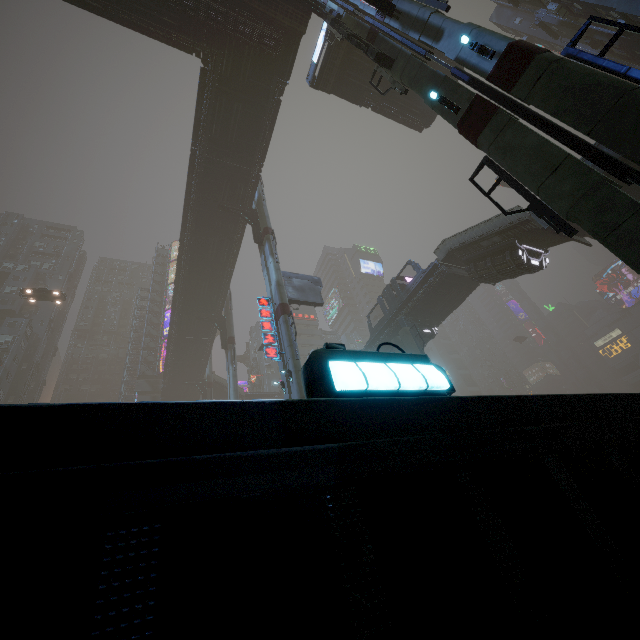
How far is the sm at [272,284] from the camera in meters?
19.1

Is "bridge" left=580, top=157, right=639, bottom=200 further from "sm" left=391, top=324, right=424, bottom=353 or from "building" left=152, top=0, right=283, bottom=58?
"building" left=152, top=0, right=283, bottom=58

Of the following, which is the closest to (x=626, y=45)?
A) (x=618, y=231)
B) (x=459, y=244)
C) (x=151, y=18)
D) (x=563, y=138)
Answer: (x=459, y=244)

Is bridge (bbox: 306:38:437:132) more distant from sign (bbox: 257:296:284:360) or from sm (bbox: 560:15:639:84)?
sign (bbox: 257:296:284:360)

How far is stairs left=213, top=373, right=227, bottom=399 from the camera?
52.8 meters

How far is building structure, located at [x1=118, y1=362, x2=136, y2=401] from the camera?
55.88m

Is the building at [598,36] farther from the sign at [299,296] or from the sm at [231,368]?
the sign at [299,296]

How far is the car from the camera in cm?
3922
